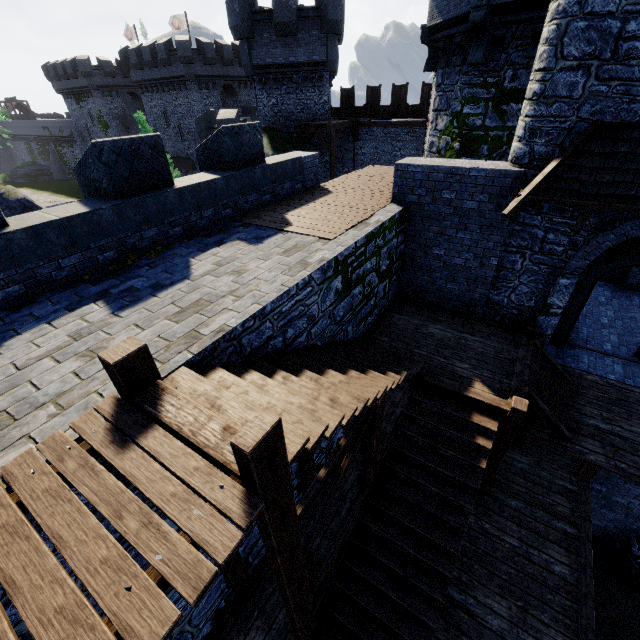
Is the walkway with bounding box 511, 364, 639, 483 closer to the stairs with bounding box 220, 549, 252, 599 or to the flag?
the stairs with bounding box 220, 549, 252, 599

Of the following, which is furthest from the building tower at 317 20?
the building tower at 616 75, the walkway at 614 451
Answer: the walkway at 614 451

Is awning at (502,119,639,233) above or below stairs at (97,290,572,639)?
above

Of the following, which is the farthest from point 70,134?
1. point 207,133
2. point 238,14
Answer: point 238,14

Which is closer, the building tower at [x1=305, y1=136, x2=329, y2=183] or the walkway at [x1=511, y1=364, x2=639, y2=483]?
the walkway at [x1=511, y1=364, x2=639, y2=483]

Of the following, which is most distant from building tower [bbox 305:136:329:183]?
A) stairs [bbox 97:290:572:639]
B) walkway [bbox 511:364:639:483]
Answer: walkway [bbox 511:364:639:483]

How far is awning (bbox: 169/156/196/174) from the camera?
39.0 meters

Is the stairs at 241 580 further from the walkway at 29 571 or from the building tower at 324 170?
the building tower at 324 170
